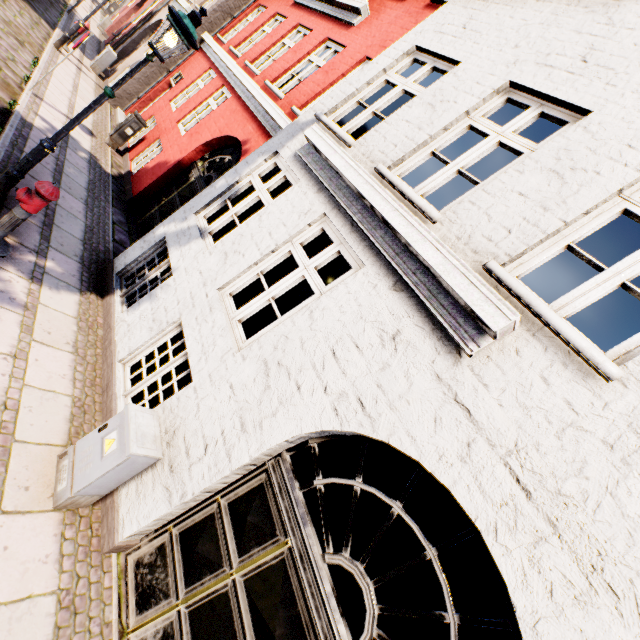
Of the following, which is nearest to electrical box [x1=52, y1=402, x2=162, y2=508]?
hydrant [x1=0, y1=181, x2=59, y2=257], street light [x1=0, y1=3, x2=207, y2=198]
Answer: hydrant [x1=0, y1=181, x2=59, y2=257]

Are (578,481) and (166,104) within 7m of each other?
no

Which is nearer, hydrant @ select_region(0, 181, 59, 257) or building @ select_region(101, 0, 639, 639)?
building @ select_region(101, 0, 639, 639)

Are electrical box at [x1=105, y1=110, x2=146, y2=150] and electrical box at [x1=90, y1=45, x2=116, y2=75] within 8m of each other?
yes

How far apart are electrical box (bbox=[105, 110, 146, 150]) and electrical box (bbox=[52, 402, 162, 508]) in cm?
964

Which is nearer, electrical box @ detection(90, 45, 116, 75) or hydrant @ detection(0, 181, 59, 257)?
hydrant @ detection(0, 181, 59, 257)

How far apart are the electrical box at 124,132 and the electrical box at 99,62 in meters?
5.8 m

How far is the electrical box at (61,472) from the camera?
3.0m
